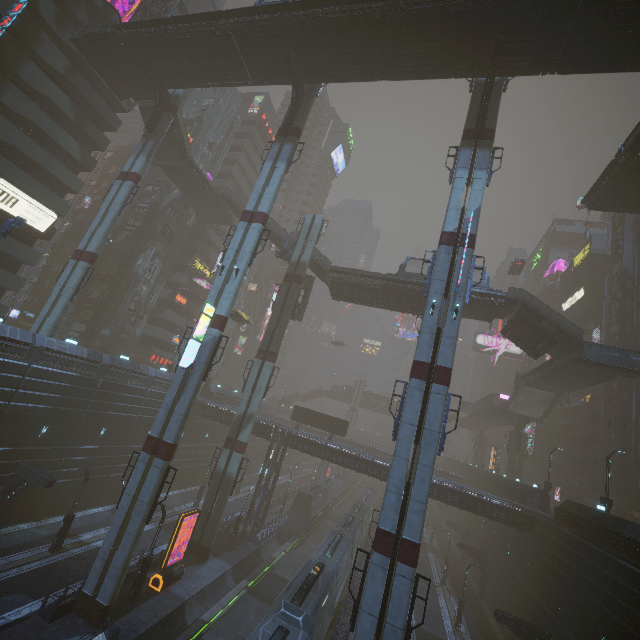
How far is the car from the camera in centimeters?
4791cm

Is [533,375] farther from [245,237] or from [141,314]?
[141,314]

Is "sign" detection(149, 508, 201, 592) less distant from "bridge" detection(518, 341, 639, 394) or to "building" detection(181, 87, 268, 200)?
"building" detection(181, 87, 268, 200)

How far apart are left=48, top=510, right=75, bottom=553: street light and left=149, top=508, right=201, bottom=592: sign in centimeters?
746cm

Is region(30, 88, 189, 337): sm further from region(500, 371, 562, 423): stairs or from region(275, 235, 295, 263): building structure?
region(500, 371, 562, 423): stairs

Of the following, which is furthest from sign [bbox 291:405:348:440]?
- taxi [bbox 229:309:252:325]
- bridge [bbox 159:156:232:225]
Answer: bridge [bbox 159:156:232:225]

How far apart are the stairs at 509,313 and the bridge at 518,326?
0.01m

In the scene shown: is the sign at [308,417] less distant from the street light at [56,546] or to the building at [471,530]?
the building at [471,530]
